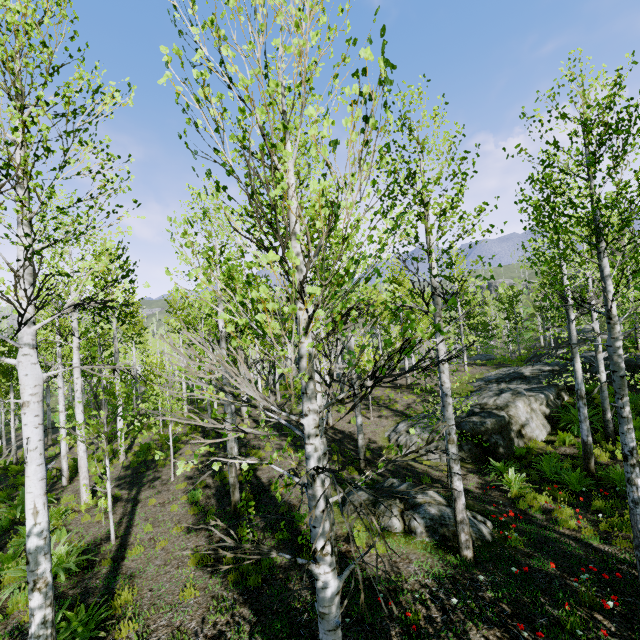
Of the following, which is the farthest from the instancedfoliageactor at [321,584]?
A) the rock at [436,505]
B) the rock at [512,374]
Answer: the rock at [512,374]

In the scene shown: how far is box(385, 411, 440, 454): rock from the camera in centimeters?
1370cm

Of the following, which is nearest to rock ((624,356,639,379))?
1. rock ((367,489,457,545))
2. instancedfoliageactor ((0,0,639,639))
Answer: instancedfoliageactor ((0,0,639,639))

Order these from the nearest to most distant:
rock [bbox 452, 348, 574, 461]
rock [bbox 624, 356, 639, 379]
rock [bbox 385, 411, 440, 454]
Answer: rock [bbox 452, 348, 574, 461] < rock [bbox 385, 411, 440, 454] < rock [bbox 624, 356, 639, 379]

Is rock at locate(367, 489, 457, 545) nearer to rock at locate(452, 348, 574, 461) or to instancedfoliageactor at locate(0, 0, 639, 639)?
instancedfoliageactor at locate(0, 0, 639, 639)

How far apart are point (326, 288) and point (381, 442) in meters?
8.1 m

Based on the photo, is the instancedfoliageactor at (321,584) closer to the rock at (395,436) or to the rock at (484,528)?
the rock at (484,528)

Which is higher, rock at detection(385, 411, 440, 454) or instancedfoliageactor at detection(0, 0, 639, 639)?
instancedfoliageactor at detection(0, 0, 639, 639)
